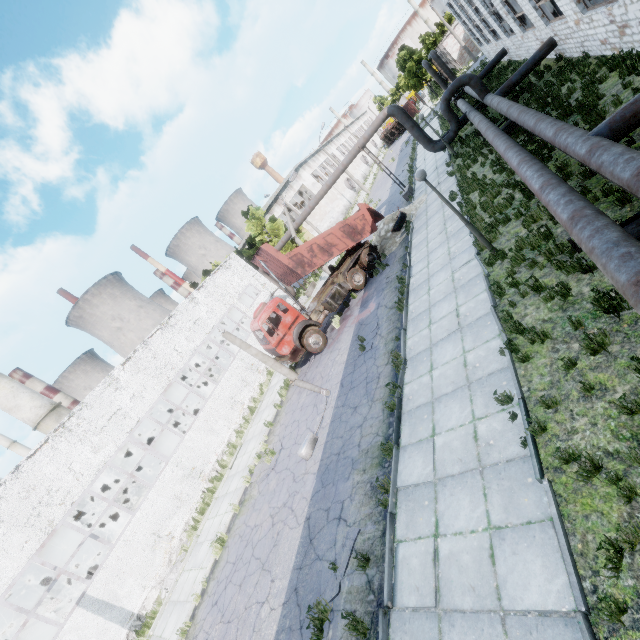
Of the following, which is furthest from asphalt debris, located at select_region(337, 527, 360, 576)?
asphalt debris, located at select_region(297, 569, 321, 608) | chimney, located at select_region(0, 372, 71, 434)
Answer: chimney, located at select_region(0, 372, 71, 434)

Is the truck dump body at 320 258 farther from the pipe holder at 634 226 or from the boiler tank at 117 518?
the boiler tank at 117 518

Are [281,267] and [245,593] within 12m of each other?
no

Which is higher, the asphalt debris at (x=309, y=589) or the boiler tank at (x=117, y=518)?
the boiler tank at (x=117, y=518)

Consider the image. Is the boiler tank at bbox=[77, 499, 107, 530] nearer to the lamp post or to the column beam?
the lamp post

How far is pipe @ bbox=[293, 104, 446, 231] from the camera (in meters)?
20.28

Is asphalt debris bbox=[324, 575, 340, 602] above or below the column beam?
below

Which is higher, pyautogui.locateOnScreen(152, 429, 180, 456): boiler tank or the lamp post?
the lamp post
